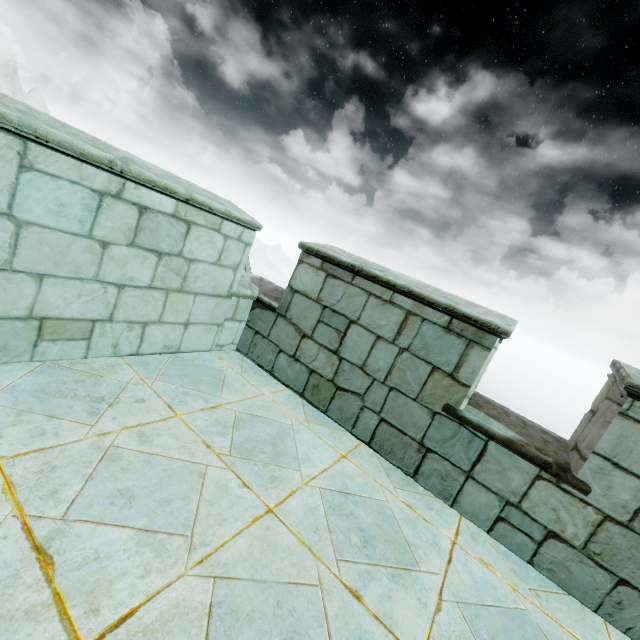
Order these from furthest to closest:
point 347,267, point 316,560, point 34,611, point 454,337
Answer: point 347,267 → point 454,337 → point 316,560 → point 34,611
